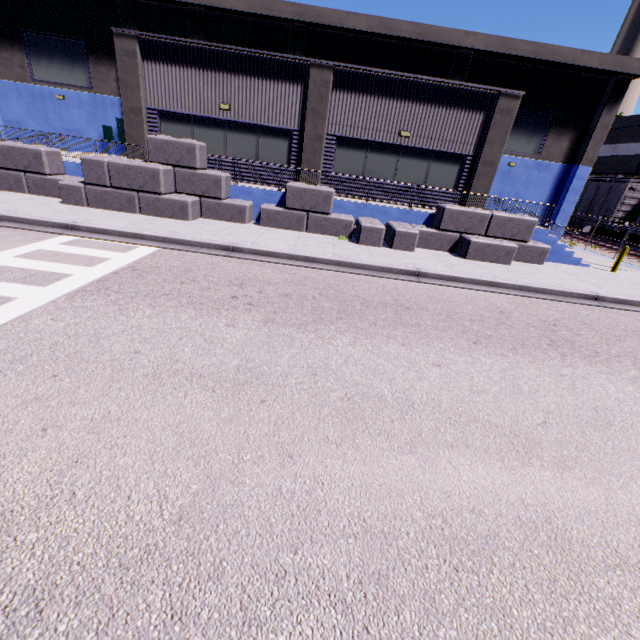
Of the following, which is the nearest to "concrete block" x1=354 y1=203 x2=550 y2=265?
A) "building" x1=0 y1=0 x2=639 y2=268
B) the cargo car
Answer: "building" x1=0 y1=0 x2=639 y2=268

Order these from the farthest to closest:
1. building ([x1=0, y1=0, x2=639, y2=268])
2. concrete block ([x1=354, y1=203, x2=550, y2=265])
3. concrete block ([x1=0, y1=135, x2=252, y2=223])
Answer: building ([x1=0, y1=0, x2=639, y2=268]) < concrete block ([x1=354, y1=203, x2=550, y2=265]) < concrete block ([x1=0, y1=135, x2=252, y2=223])

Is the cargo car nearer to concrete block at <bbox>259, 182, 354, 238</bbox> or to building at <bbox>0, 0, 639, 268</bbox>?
building at <bbox>0, 0, 639, 268</bbox>

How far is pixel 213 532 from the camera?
2.7m

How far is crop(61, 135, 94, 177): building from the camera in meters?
13.6 m

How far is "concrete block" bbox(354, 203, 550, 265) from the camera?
12.67m

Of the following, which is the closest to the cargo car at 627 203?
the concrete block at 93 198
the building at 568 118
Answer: the building at 568 118
